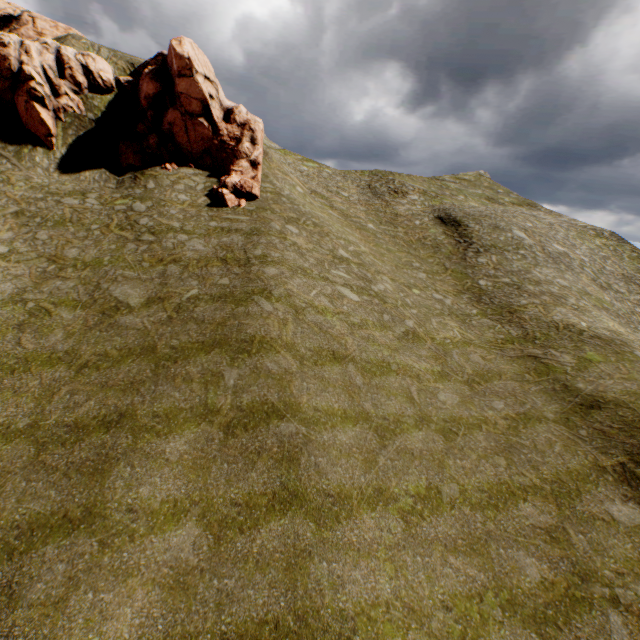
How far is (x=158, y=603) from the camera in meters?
8.2 m
